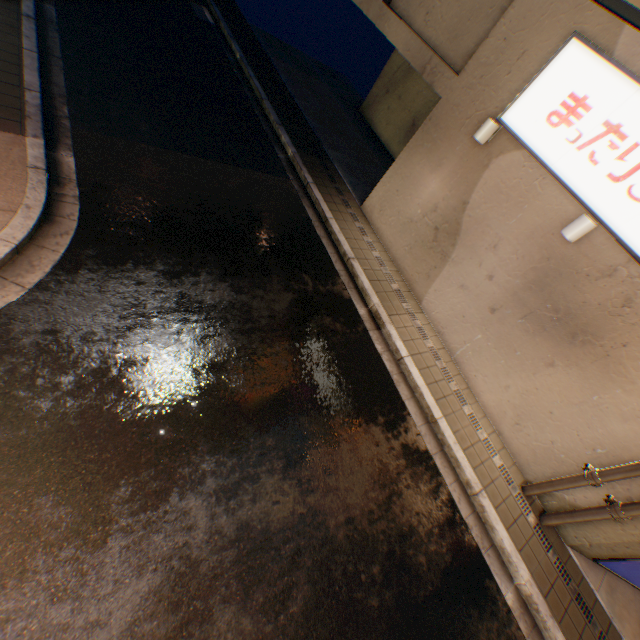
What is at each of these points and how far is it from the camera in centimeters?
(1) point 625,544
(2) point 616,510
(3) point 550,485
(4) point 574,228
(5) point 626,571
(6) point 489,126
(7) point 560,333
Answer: (1) building, 553cm
(2) pipe, 522cm
(3) pipe, 595cm
(4) street lamp, 538cm
(5) billboard, 600cm
(6) street lamp, 634cm
(7) building, 598cm

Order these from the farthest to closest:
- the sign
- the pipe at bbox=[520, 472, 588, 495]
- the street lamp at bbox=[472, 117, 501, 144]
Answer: the street lamp at bbox=[472, 117, 501, 144] < the pipe at bbox=[520, 472, 588, 495] < the sign

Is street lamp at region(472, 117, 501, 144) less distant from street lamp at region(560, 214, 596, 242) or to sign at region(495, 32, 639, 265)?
sign at region(495, 32, 639, 265)

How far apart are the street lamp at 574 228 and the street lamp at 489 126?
2.45m

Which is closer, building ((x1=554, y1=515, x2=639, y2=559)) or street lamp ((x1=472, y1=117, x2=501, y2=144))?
building ((x1=554, y1=515, x2=639, y2=559))

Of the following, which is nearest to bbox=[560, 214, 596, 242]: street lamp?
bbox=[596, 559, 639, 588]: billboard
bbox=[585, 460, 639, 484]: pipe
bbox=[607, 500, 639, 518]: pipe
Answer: bbox=[585, 460, 639, 484]: pipe

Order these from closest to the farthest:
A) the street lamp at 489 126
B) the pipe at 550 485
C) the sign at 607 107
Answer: the sign at 607 107 < the pipe at 550 485 < the street lamp at 489 126
